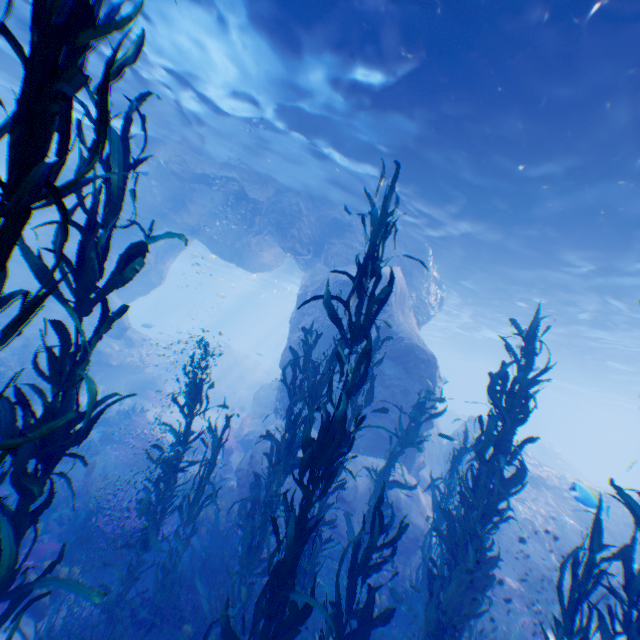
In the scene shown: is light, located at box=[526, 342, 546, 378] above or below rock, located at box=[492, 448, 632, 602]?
above

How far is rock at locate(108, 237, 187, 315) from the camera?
18.9m

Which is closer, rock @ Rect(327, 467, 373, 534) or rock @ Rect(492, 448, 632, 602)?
rock @ Rect(327, 467, 373, 534)

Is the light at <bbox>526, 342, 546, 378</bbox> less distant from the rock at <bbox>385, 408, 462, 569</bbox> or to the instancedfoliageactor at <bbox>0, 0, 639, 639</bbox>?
the rock at <bbox>385, 408, 462, 569</bbox>

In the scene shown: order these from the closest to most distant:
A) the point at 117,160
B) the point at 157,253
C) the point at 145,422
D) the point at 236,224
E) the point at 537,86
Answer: the point at 117,160 < the point at 537,86 < the point at 145,422 < the point at 236,224 < the point at 157,253

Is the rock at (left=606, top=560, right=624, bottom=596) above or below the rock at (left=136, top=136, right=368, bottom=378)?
below

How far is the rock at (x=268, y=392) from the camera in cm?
1021
